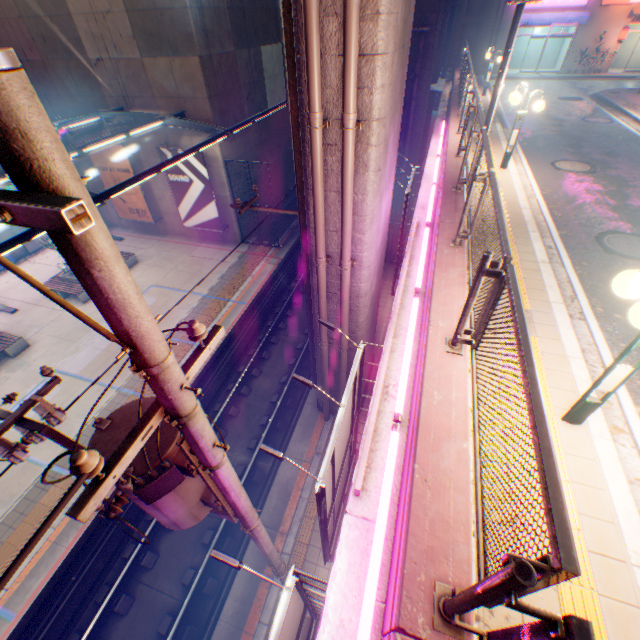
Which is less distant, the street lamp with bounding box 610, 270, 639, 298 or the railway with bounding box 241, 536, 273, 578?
the street lamp with bounding box 610, 270, 639, 298

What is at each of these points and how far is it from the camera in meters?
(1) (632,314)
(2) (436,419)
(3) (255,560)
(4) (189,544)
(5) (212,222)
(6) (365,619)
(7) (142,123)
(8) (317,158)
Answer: (1) street lamp, 2.8 m
(2) concrete block, 3.2 m
(3) railway, 8.2 m
(4) railway, 9.5 m
(5) billboard, 18.3 m
(6) street lamp, 2.3 m
(7) canopy, 14.9 m
(8) pipe, 5.3 m

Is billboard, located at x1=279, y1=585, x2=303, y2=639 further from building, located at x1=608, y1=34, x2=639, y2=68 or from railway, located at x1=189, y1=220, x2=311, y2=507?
building, located at x1=608, y1=34, x2=639, y2=68

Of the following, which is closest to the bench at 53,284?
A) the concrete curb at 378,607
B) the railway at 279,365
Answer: the railway at 279,365

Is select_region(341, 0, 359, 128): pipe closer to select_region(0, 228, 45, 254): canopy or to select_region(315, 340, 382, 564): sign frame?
select_region(315, 340, 382, 564): sign frame

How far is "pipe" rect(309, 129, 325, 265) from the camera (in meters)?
→ 5.13

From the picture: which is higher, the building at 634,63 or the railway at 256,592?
the building at 634,63

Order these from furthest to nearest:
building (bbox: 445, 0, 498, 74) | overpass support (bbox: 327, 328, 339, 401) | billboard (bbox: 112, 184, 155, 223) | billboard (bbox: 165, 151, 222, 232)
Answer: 1. building (bbox: 445, 0, 498, 74)
2. billboard (bbox: 112, 184, 155, 223)
3. billboard (bbox: 165, 151, 222, 232)
4. overpass support (bbox: 327, 328, 339, 401)
